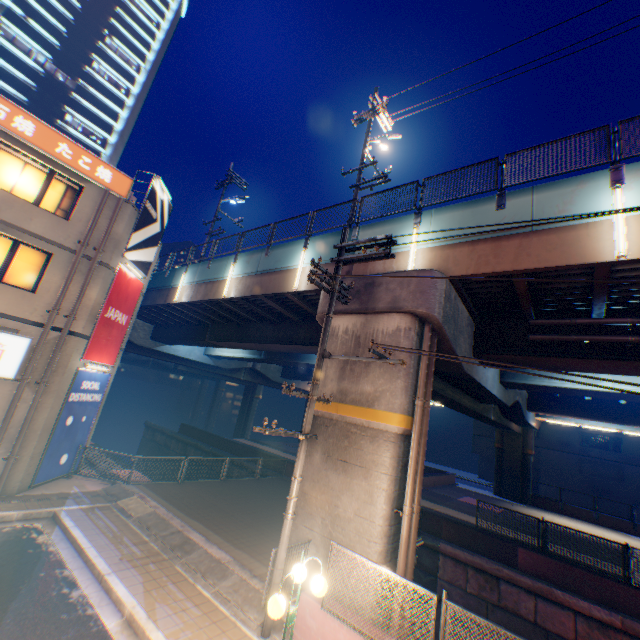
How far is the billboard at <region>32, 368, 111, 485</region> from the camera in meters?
12.2 m

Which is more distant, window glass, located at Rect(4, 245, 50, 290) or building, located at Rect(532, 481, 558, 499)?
building, located at Rect(532, 481, 558, 499)

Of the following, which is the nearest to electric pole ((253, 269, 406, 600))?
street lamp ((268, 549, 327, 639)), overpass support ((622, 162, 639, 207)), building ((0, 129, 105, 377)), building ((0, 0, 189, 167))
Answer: overpass support ((622, 162, 639, 207))

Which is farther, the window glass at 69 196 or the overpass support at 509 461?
the overpass support at 509 461

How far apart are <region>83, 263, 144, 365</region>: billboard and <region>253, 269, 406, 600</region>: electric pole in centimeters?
1002cm

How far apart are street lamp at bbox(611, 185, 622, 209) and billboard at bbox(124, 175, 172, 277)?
16.76m

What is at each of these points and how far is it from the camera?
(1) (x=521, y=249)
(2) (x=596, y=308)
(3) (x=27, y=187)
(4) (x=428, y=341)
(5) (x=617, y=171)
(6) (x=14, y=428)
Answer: (1) overpass support, 8.62m
(2) overpass support, 9.33m
(3) window glass, 11.79m
(4) pipe, 9.11m
(5) metal fence, 7.82m
(6) building, 11.00m

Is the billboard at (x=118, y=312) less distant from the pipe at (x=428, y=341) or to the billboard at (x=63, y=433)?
the billboard at (x=63, y=433)
